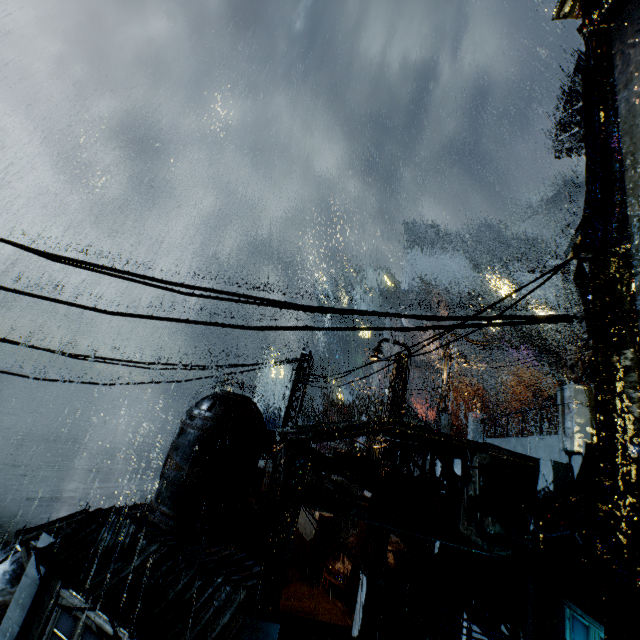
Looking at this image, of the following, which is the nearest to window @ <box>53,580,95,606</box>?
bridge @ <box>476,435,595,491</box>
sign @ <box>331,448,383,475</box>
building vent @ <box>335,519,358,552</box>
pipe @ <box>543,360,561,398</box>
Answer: sign @ <box>331,448,383,475</box>

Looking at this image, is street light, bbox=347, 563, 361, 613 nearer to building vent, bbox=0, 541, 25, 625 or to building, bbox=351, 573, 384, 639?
building, bbox=351, 573, 384, 639

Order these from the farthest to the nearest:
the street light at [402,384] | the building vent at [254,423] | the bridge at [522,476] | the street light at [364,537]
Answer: the street light at [402,384] → the street light at [364,537] → the building vent at [254,423] → the bridge at [522,476]

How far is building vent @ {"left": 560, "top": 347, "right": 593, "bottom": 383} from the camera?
18.75m

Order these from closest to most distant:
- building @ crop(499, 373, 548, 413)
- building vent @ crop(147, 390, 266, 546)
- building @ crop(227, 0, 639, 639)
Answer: building @ crop(227, 0, 639, 639)
building vent @ crop(147, 390, 266, 546)
building @ crop(499, 373, 548, 413)

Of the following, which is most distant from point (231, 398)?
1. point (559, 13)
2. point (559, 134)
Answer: point (559, 134)

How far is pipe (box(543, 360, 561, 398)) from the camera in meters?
57.2 m

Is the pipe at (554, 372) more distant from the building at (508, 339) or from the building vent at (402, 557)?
the building vent at (402, 557)
